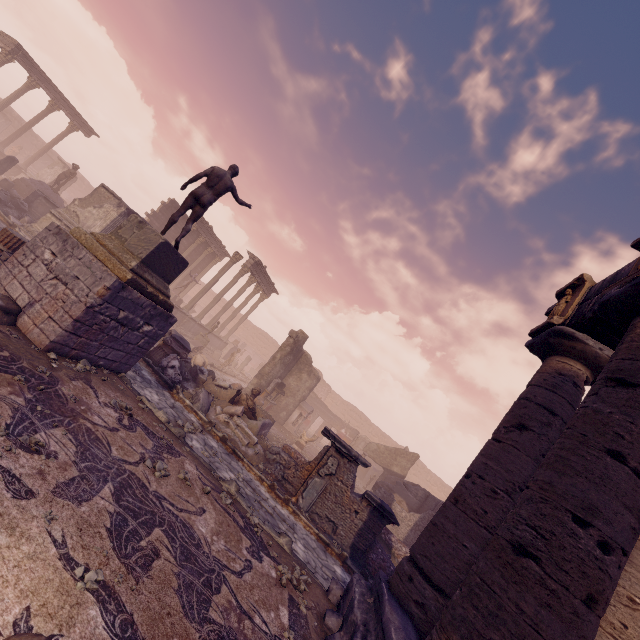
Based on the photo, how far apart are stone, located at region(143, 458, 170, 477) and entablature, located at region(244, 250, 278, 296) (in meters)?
20.18

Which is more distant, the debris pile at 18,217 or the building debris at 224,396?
the debris pile at 18,217

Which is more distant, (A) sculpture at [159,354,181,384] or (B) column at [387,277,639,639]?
(A) sculpture at [159,354,181,384]

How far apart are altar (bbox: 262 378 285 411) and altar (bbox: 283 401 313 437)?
1.9m

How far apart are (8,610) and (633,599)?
7.26m

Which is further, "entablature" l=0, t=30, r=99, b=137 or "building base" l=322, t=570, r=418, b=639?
"entablature" l=0, t=30, r=99, b=137

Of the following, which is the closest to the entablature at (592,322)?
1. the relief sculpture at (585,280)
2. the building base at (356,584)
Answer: the relief sculpture at (585,280)

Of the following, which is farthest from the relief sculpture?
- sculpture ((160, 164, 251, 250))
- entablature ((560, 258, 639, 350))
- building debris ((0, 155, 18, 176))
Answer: building debris ((0, 155, 18, 176))
